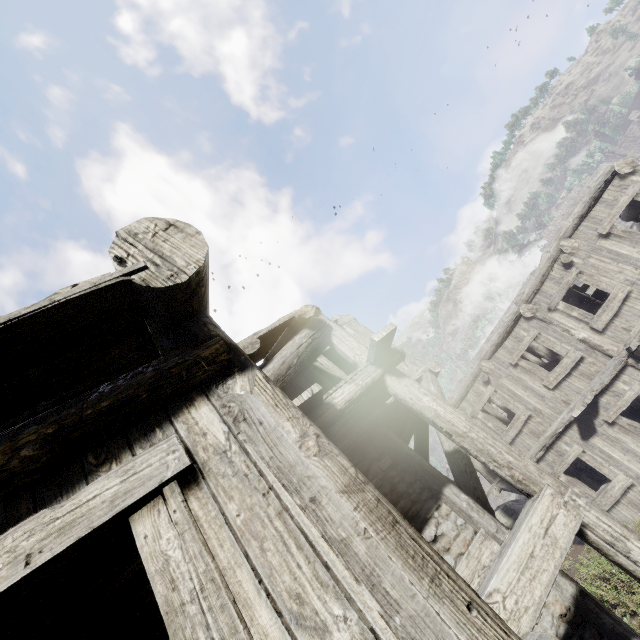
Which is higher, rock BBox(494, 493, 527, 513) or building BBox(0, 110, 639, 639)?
building BBox(0, 110, 639, 639)

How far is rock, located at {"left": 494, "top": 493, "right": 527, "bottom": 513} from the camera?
16.2m

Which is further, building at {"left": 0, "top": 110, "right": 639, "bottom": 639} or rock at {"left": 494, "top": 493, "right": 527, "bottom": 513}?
rock at {"left": 494, "top": 493, "right": 527, "bottom": 513}

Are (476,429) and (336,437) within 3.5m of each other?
yes

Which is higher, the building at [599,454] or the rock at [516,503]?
the building at [599,454]

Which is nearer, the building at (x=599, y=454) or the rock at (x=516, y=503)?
the building at (x=599, y=454)
